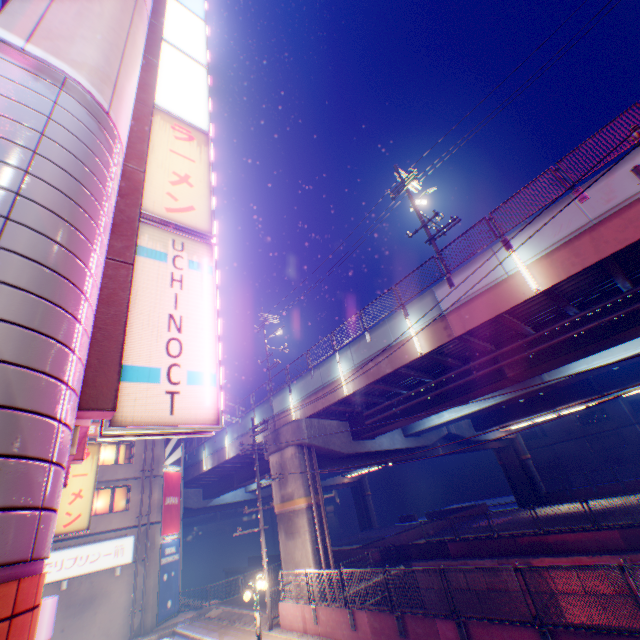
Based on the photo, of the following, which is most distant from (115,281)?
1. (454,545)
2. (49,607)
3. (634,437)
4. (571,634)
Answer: (634,437)

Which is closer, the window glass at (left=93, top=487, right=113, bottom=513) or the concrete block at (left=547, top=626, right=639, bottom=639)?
the concrete block at (left=547, top=626, right=639, bottom=639)

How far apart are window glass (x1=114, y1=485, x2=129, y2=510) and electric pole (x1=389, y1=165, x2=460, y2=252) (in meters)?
25.94

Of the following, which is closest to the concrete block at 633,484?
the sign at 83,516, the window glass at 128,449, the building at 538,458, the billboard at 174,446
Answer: the building at 538,458

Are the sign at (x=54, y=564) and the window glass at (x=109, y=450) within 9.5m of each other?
yes

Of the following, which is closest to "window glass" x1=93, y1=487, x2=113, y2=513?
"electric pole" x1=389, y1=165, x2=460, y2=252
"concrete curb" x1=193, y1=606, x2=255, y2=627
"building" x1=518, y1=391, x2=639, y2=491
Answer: "concrete curb" x1=193, y1=606, x2=255, y2=627

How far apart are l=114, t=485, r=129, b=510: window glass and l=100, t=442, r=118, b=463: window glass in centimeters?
147cm

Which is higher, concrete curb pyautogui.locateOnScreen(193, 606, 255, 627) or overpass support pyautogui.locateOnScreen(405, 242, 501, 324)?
overpass support pyautogui.locateOnScreen(405, 242, 501, 324)
